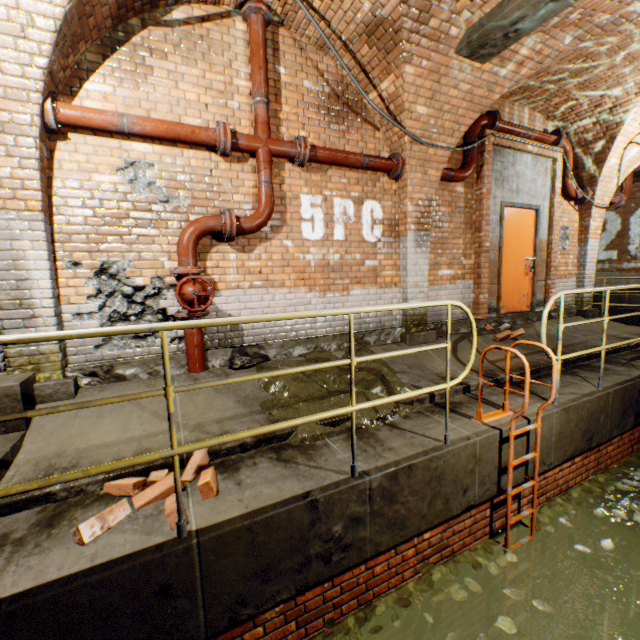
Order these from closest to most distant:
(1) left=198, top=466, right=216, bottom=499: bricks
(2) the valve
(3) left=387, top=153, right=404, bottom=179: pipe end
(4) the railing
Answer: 1. (4) the railing
2. (1) left=198, top=466, right=216, bottom=499: bricks
3. (2) the valve
4. (3) left=387, top=153, right=404, bottom=179: pipe end

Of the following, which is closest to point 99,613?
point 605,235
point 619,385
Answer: point 619,385

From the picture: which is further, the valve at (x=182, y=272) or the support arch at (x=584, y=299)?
the support arch at (x=584, y=299)

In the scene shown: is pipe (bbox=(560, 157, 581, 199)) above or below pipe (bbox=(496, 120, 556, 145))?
below

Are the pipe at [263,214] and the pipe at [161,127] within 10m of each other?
yes

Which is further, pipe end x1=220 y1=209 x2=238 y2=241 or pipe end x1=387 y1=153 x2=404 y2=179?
pipe end x1=387 y1=153 x2=404 y2=179

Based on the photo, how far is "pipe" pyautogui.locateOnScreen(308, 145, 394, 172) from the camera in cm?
430

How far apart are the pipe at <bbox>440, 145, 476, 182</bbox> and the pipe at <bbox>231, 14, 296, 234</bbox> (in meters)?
2.49
